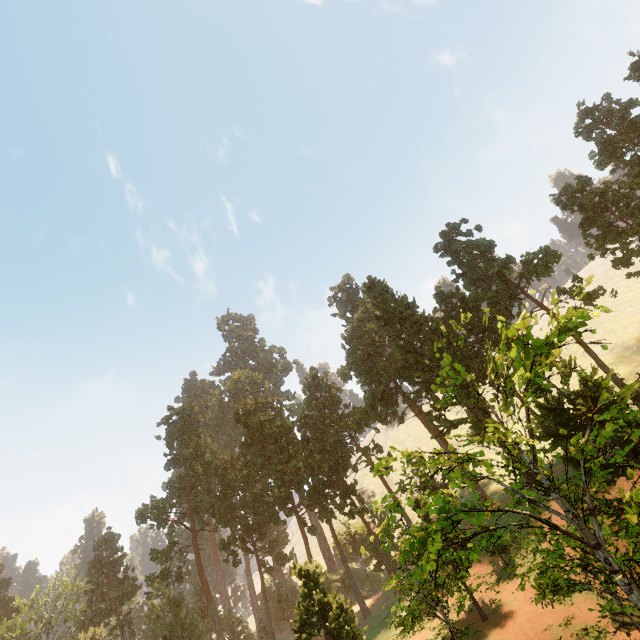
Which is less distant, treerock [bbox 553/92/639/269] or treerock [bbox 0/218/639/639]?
treerock [bbox 0/218/639/639]

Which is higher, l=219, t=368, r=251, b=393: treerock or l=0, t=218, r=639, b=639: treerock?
l=219, t=368, r=251, b=393: treerock

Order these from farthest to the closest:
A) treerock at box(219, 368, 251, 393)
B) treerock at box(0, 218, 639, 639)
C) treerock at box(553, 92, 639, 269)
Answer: treerock at box(219, 368, 251, 393), treerock at box(553, 92, 639, 269), treerock at box(0, 218, 639, 639)

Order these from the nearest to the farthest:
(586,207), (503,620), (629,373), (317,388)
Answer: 1. (503,620)
2. (586,207)
3. (629,373)
4. (317,388)

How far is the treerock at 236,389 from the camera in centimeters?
5812cm

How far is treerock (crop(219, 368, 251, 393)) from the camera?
58.1 meters

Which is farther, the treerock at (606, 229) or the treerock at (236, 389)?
the treerock at (236, 389)
